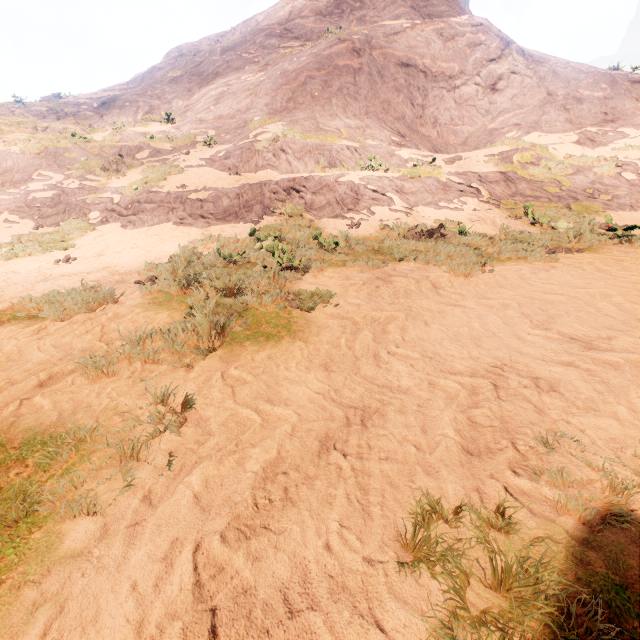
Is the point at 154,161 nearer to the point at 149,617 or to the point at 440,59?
the point at 440,59
